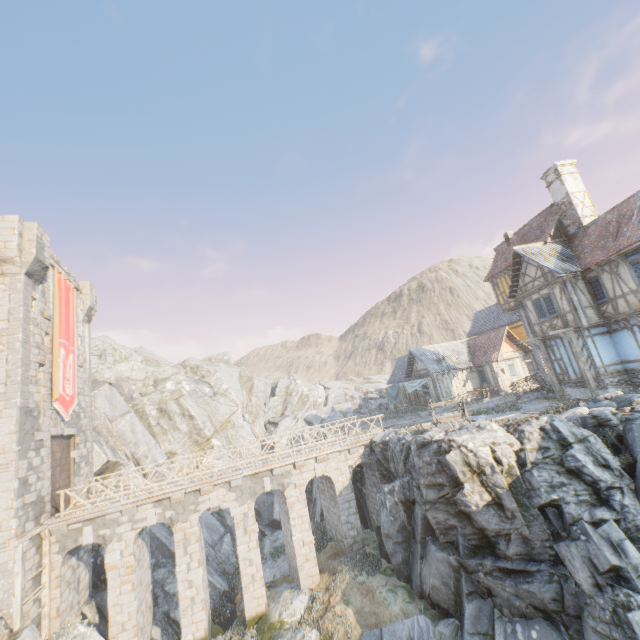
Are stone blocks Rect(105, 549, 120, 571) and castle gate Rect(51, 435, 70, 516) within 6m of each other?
yes

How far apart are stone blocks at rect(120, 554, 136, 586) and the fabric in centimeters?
2283cm

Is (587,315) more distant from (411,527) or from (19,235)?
(19,235)

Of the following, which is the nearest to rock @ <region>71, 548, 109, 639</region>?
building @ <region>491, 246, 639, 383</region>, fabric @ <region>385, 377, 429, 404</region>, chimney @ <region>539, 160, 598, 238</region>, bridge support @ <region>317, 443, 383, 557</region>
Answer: bridge support @ <region>317, 443, 383, 557</region>

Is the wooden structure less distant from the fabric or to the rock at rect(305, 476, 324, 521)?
the rock at rect(305, 476, 324, 521)

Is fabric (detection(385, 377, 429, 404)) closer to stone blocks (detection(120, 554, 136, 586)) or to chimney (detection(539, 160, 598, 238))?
chimney (detection(539, 160, 598, 238))

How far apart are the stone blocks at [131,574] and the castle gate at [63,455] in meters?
3.4 m

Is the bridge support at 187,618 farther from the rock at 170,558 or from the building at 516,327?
the building at 516,327
